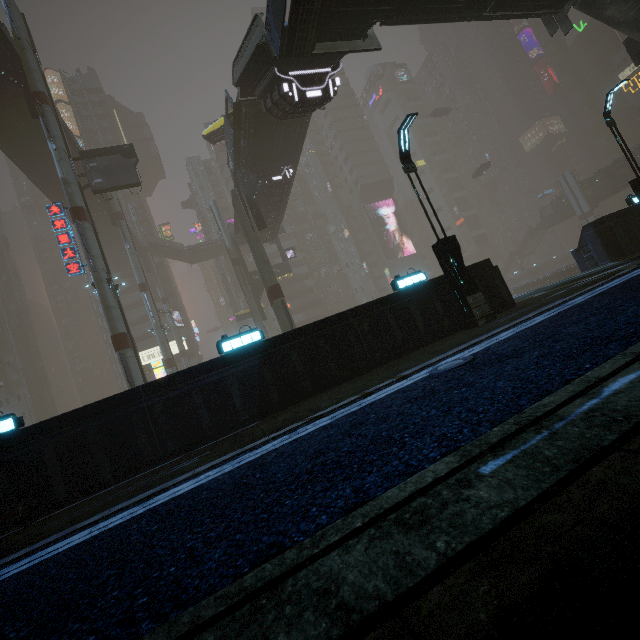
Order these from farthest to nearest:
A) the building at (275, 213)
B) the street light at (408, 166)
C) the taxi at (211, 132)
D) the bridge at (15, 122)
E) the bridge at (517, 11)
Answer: the taxi at (211, 132) → the building at (275, 213) → the bridge at (15, 122) → the bridge at (517, 11) → the street light at (408, 166)

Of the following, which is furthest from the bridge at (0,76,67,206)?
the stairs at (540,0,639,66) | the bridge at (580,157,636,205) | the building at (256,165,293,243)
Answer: the bridge at (580,157,636,205)

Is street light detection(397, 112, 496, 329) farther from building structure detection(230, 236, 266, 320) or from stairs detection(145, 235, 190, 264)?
building structure detection(230, 236, 266, 320)

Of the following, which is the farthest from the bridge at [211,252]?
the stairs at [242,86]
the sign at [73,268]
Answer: the stairs at [242,86]

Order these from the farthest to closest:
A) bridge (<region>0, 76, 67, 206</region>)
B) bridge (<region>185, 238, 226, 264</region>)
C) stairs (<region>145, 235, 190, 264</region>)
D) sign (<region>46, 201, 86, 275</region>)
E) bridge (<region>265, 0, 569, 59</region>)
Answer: bridge (<region>185, 238, 226, 264</region>), stairs (<region>145, 235, 190, 264</region>), bridge (<region>0, 76, 67, 206</region>), sign (<region>46, 201, 86, 275</region>), bridge (<region>265, 0, 569, 59</region>)

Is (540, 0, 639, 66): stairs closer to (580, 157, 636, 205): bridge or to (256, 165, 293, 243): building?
(256, 165, 293, 243): building

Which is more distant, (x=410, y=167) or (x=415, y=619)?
(x=410, y=167)

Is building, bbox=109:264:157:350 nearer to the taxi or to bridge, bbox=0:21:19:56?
bridge, bbox=0:21:19:56
